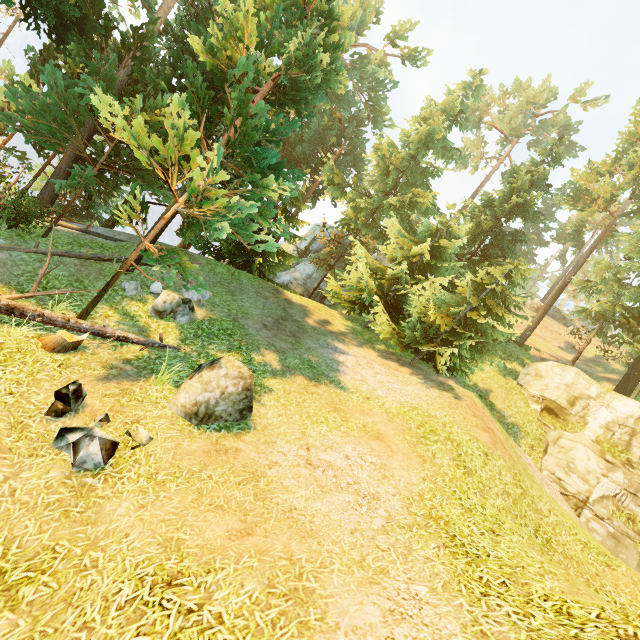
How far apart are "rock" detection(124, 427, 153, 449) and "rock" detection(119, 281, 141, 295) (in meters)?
6.57

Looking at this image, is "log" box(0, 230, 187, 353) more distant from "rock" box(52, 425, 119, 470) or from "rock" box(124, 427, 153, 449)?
"rock" box(124, 427, 153, 449)

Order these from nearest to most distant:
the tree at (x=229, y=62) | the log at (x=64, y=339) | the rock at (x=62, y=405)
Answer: the rock at (x=62, y=405), the log at (x=64, y=339), the tree at (x=229, y=62)

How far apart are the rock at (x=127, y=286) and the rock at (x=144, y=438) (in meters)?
6.57

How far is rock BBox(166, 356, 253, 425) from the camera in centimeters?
688cm

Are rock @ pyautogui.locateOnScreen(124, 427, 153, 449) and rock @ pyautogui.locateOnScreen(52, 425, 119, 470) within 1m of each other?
yes

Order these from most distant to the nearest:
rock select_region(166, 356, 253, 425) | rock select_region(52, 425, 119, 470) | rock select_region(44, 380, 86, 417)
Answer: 1. rock select_region(166, 356, 253, 425)
2. rock select_region(44, 380, 86, 417)
3. rock select_region(52, 425, 119, 470)

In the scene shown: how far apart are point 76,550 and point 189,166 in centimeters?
1426cm
